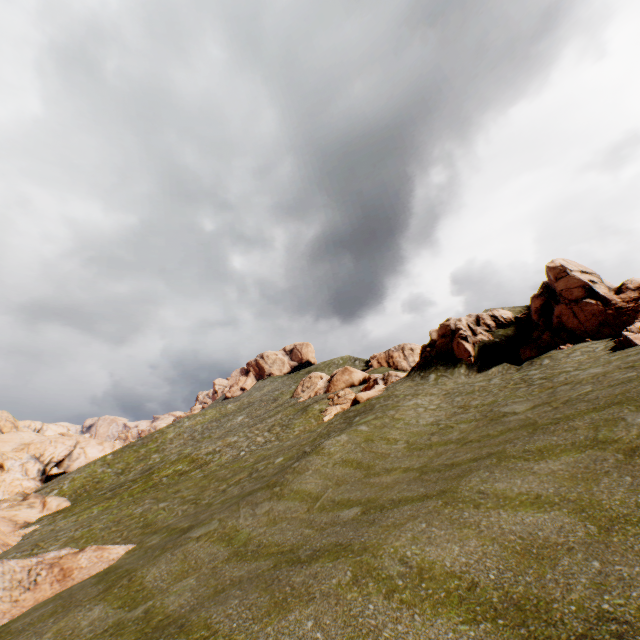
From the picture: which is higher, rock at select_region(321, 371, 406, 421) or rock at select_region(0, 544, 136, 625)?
rock at select_region(321, 371, 406, 421)

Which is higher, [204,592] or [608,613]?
[608,613]

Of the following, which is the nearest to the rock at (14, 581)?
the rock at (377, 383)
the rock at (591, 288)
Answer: the rock at (591, 288)

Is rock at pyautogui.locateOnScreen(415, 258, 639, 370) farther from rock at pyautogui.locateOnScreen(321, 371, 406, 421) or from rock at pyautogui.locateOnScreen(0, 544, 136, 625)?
rock at pyautogui.locateOnScreen(0, 544, 136, 625)

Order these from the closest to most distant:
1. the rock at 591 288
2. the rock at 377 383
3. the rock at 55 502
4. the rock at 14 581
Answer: the rock at 14 581, the rock at 591 288, the rock at 55 502, the rock at 377 383

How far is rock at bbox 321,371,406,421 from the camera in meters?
33.6 m

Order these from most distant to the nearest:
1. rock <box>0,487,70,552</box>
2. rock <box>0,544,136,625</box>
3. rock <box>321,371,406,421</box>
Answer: rock <box>321,371,406,421</box>, rock <box>0,487,70,552</box>, rock <box>0,544,136,625</box>

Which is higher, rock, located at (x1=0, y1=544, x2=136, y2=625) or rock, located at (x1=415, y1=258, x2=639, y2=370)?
rock, located at (x1=415, y1=258, x2=639, y2=370)
